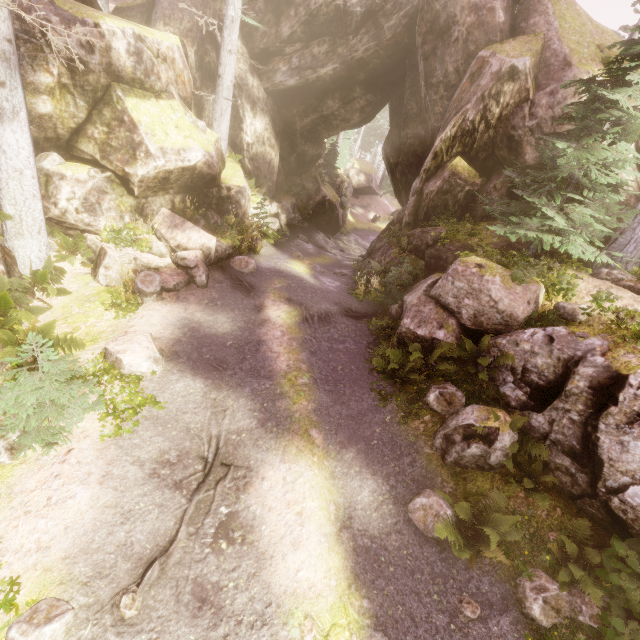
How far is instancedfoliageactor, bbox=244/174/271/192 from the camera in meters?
17.3

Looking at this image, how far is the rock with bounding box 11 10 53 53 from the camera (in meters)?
8.28

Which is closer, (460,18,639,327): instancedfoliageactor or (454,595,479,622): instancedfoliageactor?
(454,595,479,622): instancedfoliageactor

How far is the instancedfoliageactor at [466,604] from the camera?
5.4 meters

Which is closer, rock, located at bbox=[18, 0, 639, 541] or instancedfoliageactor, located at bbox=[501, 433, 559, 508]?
instancedfoliageactor, located at bbox=[501, 433, 559, 508]

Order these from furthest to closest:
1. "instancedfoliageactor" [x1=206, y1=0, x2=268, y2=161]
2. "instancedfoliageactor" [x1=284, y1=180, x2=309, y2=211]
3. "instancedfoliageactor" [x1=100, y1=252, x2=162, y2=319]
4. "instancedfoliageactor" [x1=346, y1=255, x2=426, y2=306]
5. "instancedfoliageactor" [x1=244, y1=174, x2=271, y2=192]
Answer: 1. "instancedfoliageactor" [x1=284, y1=180, x2=309, y2=211]
2. "instancedfoliageactor" [x1=244, y1=174, x2=271, y2=192]
3. "instancedfoliageactor" [x1=206, y1=0, x2=268, y2=161]
4. "instancedfoliageactor" [x1=346, y1=255, x2=426, y2=306]
5. "instancedfoliageactor" [x1=100, y1=252, x2=162, y2=319]

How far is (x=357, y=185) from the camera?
41.8m
